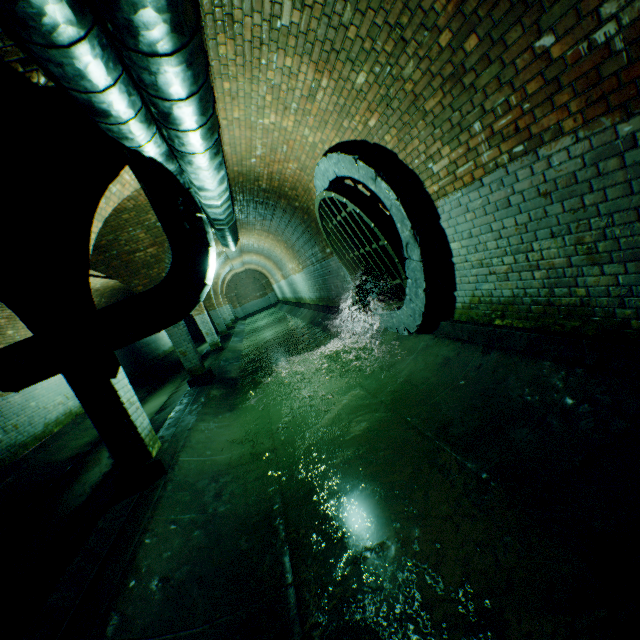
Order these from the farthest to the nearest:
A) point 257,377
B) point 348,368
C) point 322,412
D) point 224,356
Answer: point 224,356 < point 257,377 < point 348,368 < point 322,412

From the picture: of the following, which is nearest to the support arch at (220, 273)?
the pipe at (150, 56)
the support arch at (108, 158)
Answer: the pipe at (150, 56)

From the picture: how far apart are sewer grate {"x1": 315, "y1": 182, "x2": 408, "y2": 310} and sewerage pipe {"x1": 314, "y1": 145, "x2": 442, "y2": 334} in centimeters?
1cm

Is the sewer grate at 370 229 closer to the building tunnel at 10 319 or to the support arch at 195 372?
the building tunnel at 10 319

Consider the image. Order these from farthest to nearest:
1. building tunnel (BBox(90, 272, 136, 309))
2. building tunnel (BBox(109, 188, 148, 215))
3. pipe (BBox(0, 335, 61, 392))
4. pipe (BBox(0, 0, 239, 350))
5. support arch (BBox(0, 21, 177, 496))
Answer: building tunnel (BBox(90, 272, 136, 309)) < building tunnel (BBox(109, 188, 148, 215)) < pipe (BBox(0, 335, 61, 392)) < support arch (BBox(0, 21, 177, 496)) < pipe (BBox(0, 0, 239, 350))

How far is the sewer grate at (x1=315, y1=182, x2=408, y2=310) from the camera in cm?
463

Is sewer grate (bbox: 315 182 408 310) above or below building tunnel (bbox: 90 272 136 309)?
below

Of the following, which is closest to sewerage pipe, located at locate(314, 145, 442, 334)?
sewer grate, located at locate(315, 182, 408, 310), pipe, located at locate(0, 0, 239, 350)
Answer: sewer grate, located at locate(315, 182, 408, 310)
